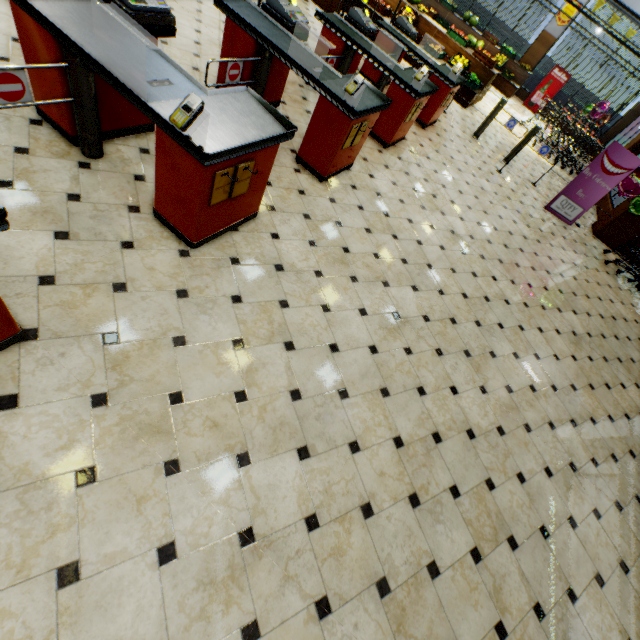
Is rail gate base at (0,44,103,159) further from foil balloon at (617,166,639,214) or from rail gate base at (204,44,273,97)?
foil balloon at (617,166,639,214)

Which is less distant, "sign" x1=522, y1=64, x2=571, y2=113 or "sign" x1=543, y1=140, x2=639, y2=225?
"sign" x1=543, y1=140, x2=639, y2=225

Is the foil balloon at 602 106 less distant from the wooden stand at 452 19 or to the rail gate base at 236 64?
the wooden stand at 452 19

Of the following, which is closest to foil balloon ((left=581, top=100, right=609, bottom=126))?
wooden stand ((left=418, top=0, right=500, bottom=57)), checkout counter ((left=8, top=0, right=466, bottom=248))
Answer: wooden stand ((left=418, top=0, right=500, bottom=57))

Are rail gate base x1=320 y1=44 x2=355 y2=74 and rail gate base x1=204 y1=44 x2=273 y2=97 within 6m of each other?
yes

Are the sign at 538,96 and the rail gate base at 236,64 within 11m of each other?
no

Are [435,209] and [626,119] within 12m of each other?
no

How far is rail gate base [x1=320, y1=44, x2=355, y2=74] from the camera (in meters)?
5.06
